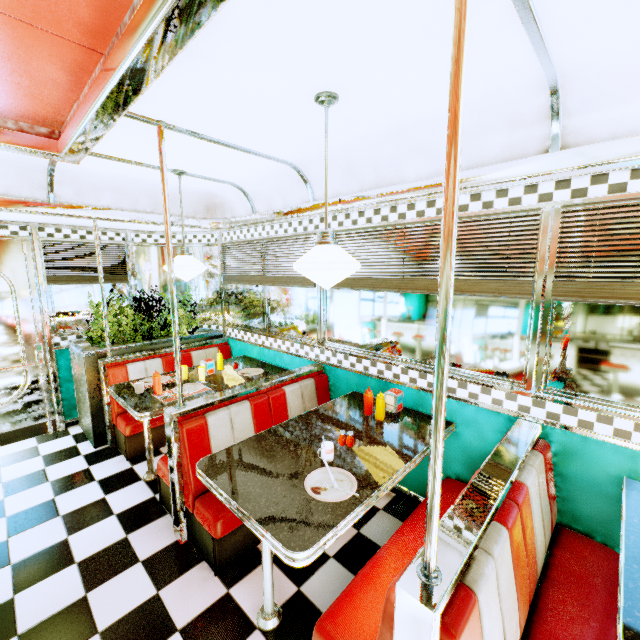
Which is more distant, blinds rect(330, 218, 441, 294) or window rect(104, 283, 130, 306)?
window rect(104, 283, 130, 306)

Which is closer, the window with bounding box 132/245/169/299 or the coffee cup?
the coffee cup

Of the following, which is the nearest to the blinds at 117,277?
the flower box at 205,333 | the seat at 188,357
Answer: the flower box at 205,333

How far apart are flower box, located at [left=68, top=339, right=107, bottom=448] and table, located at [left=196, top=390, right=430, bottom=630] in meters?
2.5

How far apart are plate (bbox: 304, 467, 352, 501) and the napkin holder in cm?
102

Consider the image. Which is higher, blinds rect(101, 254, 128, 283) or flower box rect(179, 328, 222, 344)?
blinds rect(101, 254, 128, 283)

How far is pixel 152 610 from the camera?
2.03m

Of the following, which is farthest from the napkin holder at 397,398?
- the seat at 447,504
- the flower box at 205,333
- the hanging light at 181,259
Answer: the flower box at 205,333
